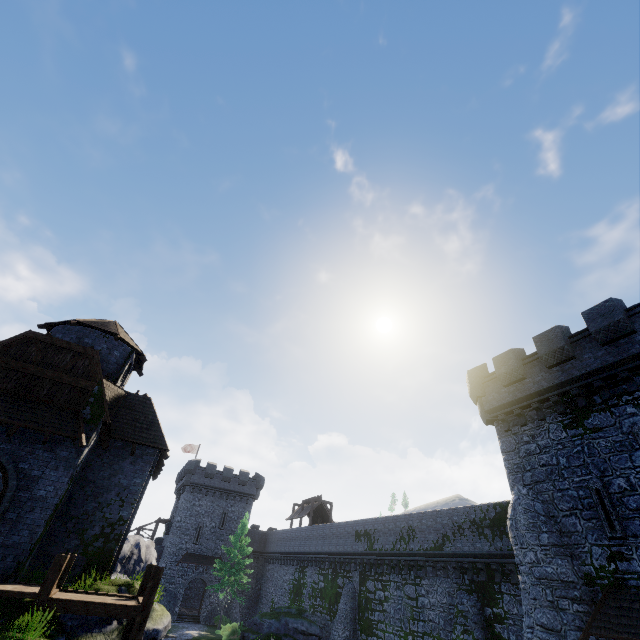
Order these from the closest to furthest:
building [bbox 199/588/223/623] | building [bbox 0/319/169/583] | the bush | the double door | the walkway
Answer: the walkway → the double door → building [bbox 0/319/169/583] → the bush → building [bbox 199/588/223/623]

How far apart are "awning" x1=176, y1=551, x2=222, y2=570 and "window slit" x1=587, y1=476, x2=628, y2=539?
44.0 meters

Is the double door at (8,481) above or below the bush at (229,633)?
above

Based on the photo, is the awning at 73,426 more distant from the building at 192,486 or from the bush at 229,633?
the building at 192,486

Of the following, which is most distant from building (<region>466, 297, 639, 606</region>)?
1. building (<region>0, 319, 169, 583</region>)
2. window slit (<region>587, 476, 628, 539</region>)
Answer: building (<region>0, 319, 169, 583</region>)

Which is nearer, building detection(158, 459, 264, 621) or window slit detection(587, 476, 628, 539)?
window slit detection(587, 476, 628, 539)

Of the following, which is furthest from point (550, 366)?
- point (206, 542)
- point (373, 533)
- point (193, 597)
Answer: point (193, 597)

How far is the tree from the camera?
34.51m
